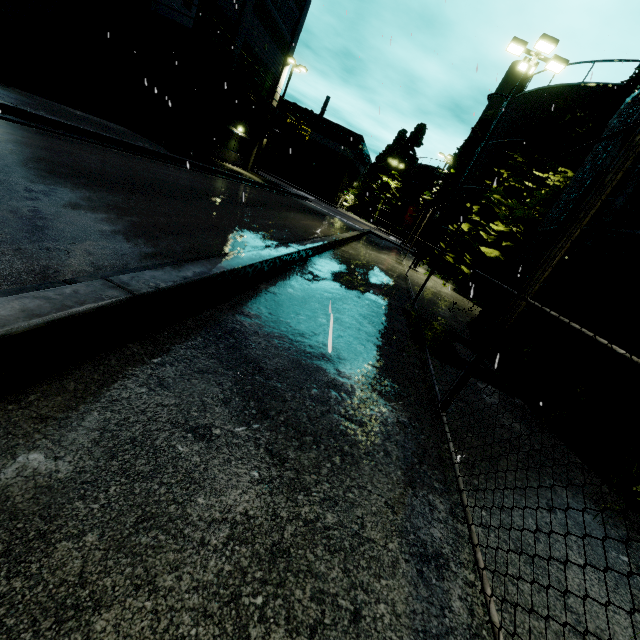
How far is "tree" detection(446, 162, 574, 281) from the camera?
14.21m

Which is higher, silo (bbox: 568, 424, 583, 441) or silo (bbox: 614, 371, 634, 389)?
silo (bbox: 614, 371, 634, 389)

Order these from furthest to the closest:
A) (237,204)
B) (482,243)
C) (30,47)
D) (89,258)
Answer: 1. (482,243)
2. (30,47)
3. (237,204)
4. (89,258)

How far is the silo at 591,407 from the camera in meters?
4.3 m

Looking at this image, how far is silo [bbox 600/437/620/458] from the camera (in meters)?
3.95

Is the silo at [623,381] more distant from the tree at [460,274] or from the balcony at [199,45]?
the balcony at [199,45]

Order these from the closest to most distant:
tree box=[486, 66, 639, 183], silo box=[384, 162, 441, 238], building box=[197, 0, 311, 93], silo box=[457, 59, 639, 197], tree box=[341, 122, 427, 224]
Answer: tree box=[486, 66, 639, 183], silo box=[457, 59, 639, 197], building box=[197, 0, 311, 93], tree box=[341, 122, 427, 224], silo box=[384, 162, 441, 238]

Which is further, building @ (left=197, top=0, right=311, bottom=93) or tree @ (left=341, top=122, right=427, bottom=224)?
tree @ (left=341, top=122, right=427, bottom=224)
